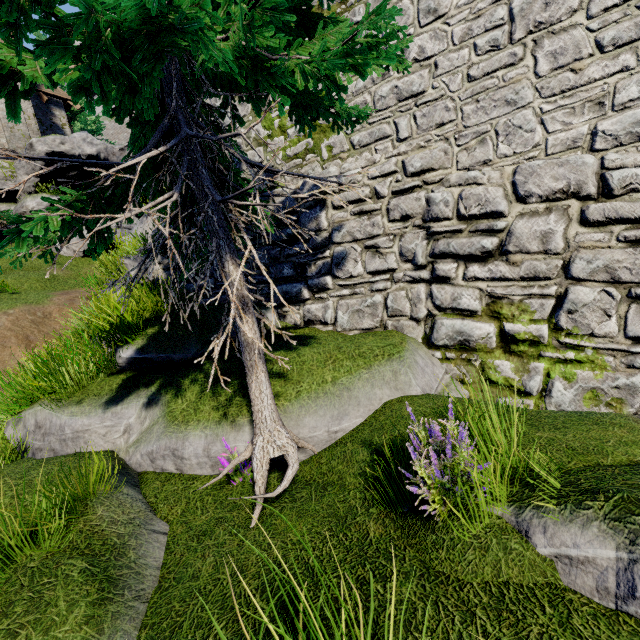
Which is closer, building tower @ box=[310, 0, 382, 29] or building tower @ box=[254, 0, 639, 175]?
building tower @ box=[254, 0, 639, 175]

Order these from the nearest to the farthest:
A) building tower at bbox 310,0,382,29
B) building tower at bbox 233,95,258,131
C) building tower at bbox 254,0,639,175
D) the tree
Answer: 1. the tree
2. building tower at bbox 254,0,639,175
3. building tower at bbox 310,0,382,29
4. building tower at bbox 233,95,258,131

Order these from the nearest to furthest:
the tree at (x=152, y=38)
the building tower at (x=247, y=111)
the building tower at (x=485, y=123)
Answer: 1. the tree at (x=152, y=38)
2. the building tower at (x=485, y=123)
3. the building tower at (x=247, y=111)

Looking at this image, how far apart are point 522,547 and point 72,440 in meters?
5.5 m

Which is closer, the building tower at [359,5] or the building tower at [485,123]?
the building tower at [485,123]

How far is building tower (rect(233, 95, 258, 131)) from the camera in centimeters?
691cm

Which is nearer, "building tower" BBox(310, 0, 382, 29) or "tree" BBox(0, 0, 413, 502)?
"tree" BBox(0, 0, 413, 502)
